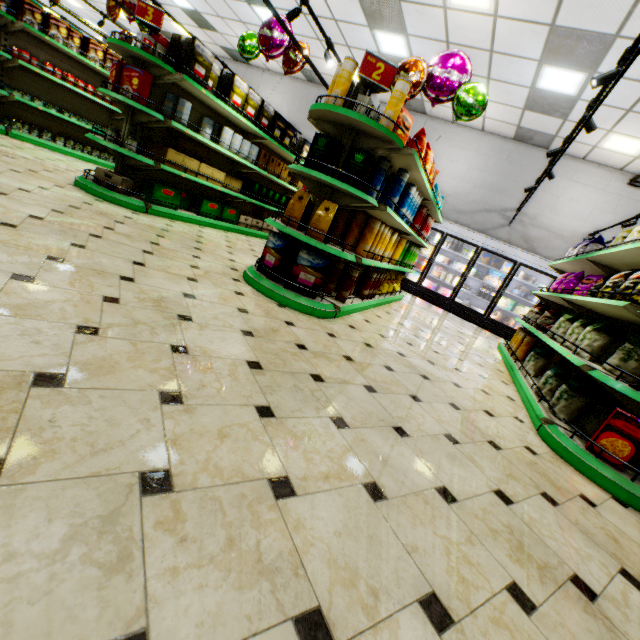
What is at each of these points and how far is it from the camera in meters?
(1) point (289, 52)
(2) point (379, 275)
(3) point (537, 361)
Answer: (1) foil balloon, 5.9 m
(2) chips cylinder, 4.8 m
(3) packaged chips, 4.6 m

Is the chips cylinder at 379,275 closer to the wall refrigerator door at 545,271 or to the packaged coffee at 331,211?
the packaged coffee at 331,211

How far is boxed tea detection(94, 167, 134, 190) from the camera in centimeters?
447cm

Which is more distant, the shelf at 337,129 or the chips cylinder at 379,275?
the chips cylinder at 379,275

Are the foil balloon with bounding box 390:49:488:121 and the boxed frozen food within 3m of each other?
no

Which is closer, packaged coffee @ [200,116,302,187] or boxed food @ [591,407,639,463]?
boxed food @ [591,407,639,463]

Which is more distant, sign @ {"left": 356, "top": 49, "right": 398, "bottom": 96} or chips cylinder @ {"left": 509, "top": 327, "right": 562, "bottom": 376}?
chips cylinder @ {"left": 509, "top": 327, "right": 562, "bottom": 376}

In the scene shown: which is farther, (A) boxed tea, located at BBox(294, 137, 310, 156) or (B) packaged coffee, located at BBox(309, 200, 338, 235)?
(A) boxed tea, located at BBox(294, 137, 310, 156)
